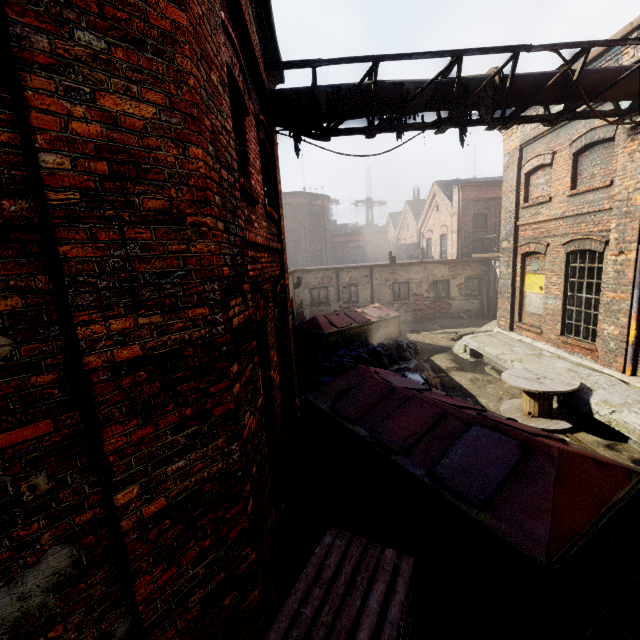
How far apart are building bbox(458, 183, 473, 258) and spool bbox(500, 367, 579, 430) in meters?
14.4

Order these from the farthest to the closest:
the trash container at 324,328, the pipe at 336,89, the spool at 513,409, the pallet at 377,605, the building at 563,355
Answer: the trash container at 324,328
the spool at 513,409
the building at 563,355
the pipe at 336,89
the pallet at 377,605

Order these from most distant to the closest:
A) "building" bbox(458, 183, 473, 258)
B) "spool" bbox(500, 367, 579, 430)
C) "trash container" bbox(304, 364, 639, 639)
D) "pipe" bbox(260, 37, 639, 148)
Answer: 1. "building" bbox(458, 183, 473, 258)
2. "spool" bbox(500, 367, 579, 430)
3. "pipe" bbox(260, 37, 639, 148)
4. "trash container" bbox(304, 364, 639, 639)

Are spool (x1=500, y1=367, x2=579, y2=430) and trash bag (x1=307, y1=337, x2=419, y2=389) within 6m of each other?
yes

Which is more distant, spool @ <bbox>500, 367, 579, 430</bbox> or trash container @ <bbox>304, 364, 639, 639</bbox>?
spool @ <bbox>500, 367, 579, 430</bbox>

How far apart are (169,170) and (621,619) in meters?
6.1 m

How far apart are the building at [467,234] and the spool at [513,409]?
14.42m

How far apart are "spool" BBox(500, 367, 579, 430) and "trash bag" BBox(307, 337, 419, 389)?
3.9m
